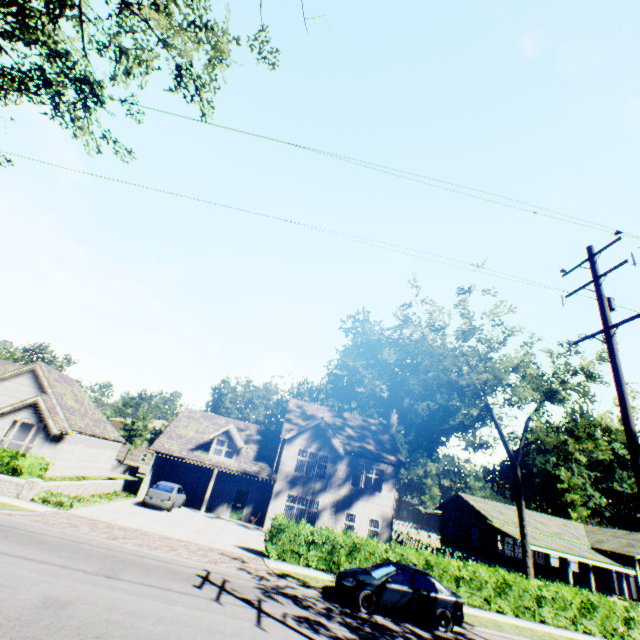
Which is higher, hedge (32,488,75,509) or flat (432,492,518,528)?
flat (432,492,518,528)

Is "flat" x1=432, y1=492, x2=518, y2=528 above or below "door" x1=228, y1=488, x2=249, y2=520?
above

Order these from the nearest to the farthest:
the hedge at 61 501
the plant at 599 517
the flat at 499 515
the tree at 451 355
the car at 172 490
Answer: the hedge at 61 501
the car at 172 490
the tree at 451 355
the flat at 499 515
the plant at 599 517

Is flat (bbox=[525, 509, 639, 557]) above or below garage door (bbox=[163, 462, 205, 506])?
above

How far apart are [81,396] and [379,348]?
44.3m

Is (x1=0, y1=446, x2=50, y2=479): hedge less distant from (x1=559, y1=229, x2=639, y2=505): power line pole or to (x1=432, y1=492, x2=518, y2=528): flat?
(x1=559, y1=229, x2=639, y2=505): power line pole

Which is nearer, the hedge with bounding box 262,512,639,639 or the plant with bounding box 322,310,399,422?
the hedge with bounding box 262,512,639,639

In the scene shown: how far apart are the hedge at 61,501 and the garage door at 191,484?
11.6 meters
